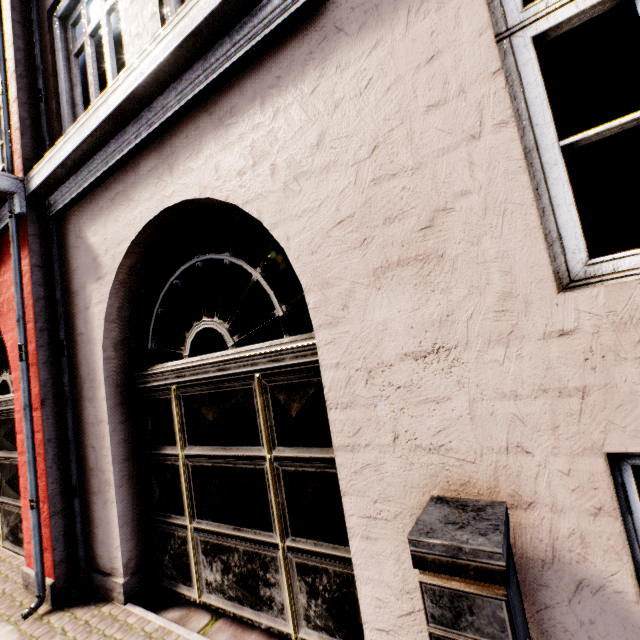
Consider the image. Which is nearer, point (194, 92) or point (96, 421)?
point (194, 92)
